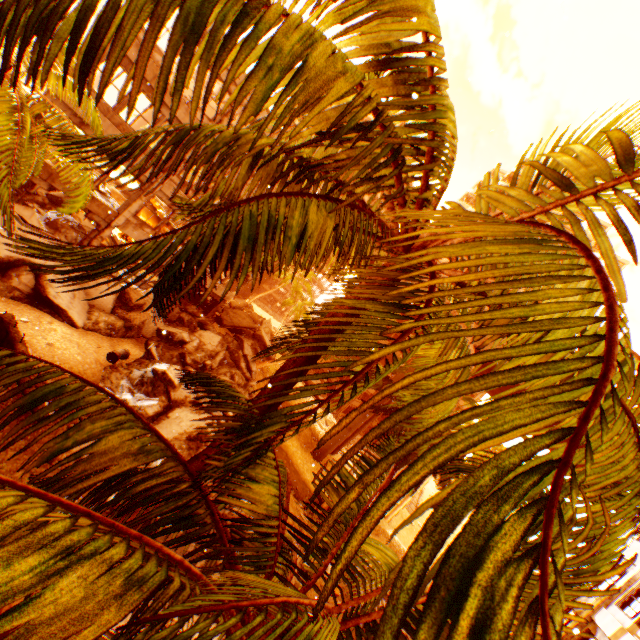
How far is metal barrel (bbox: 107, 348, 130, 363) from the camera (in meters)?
14.10

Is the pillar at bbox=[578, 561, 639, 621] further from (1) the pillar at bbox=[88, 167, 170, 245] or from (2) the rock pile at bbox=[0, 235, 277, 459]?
(1) the pillar at bbox=[88, 167, 170, 245]

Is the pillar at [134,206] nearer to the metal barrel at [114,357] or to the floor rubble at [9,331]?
the metal barrel at [114,357]

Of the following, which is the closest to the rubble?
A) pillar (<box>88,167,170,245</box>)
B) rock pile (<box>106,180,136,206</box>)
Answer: pillar (<box>88,167,170,245</box>)

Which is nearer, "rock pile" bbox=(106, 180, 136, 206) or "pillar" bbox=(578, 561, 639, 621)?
"pillar" bbox=(578, 561, 639, 621)

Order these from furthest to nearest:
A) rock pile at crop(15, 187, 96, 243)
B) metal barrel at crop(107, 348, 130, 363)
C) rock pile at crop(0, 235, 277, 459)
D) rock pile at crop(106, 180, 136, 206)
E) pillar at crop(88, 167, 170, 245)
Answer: rock pile at crop(106, 180, 136, 206) < pillar at crop(88, 167, 170, 245) < metal barrel at crop(107, 348, 130, 363) < rock pile at crop(15, 187, 96, 243) < rock pile at crop(0, 235, 277, 459)

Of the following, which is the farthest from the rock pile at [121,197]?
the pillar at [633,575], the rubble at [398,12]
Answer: the pillar at [633,575]

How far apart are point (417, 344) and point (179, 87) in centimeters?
222cm
